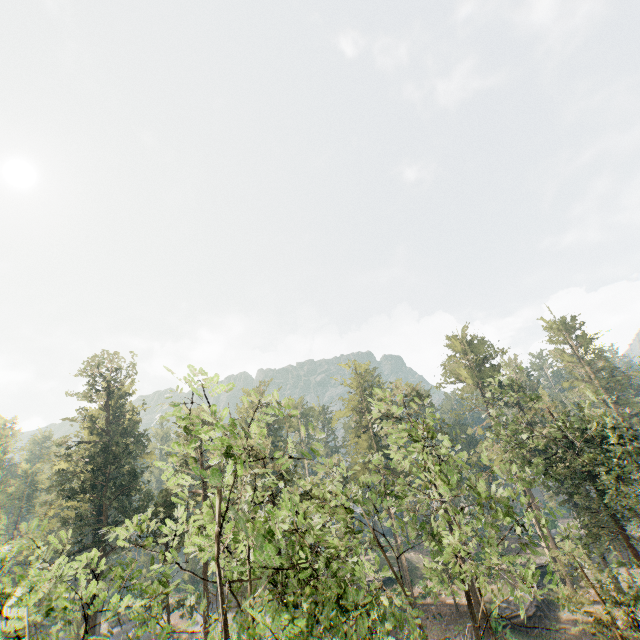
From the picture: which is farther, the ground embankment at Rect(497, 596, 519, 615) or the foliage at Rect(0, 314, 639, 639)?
the ground embankment at Rect(497, 596, 519, 615)

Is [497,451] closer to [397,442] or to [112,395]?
[397,442]

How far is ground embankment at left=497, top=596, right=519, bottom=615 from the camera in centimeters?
3419cm

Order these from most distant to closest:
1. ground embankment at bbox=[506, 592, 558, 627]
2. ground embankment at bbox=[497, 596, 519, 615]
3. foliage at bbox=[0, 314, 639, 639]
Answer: ground embankment at bbox=[497, 596, 519, 615]
ground embankment at bbox=[506, 592, 558, 627]
foliage at bbox=[0, 314, 639, 639]

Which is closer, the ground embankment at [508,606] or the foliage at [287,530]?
the foliage at [287,530]

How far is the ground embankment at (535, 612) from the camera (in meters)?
33.25
